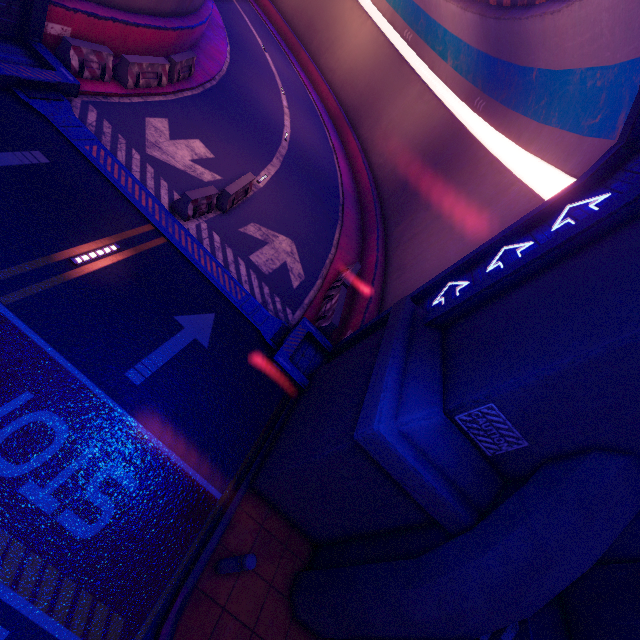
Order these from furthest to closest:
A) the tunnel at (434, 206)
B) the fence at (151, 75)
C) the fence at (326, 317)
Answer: the fence at (326, 317) → the fence at (151, 75) → the tunnel at (434, 206)

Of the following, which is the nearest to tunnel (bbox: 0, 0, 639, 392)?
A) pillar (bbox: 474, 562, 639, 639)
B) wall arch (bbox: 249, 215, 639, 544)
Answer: wall arch (bbox: 249, 215, 639, 544)

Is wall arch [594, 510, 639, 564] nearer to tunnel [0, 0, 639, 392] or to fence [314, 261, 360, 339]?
tunnel [0, 0, 639, 392]

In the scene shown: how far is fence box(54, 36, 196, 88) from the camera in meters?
9.6 m

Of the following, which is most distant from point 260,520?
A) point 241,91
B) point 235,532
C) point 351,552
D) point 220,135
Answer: point 241,91

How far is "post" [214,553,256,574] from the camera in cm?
514

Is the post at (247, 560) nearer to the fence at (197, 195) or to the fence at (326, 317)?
the fence at (326, 317)

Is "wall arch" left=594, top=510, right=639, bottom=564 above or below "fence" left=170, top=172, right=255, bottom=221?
above
